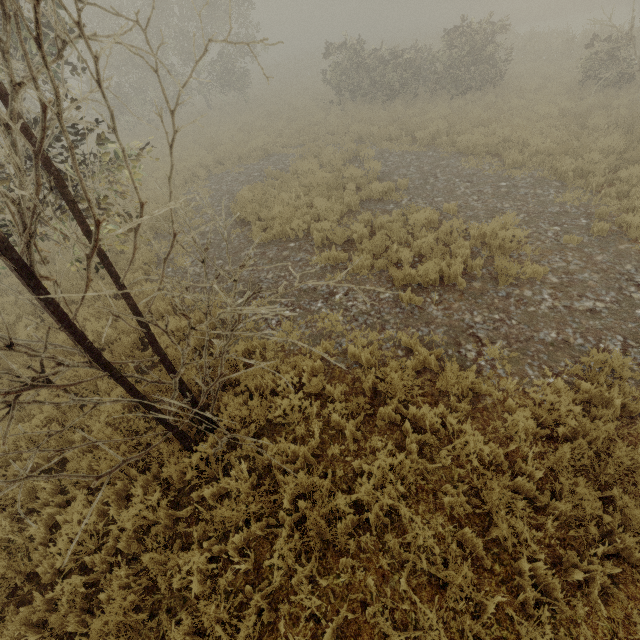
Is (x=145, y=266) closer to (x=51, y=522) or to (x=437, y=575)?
(x=51, y=522)
